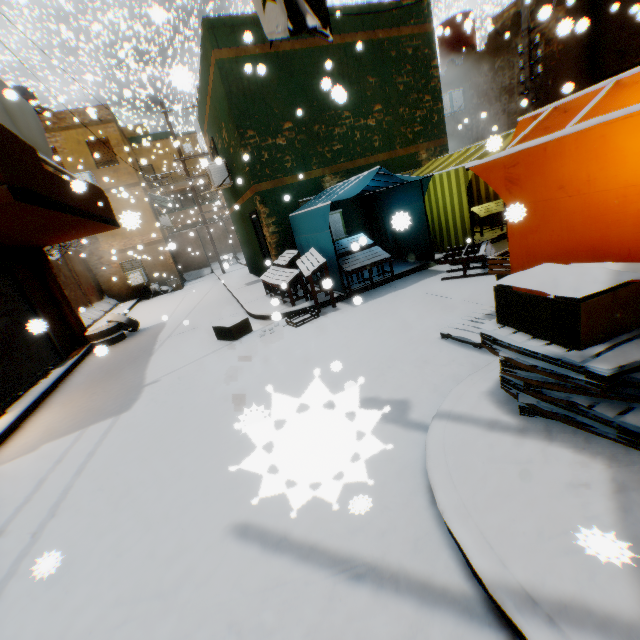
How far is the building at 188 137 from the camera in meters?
29.6 m

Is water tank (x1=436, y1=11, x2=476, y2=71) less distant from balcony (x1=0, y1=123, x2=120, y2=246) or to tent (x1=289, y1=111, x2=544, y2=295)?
tent (x1=289, y1=111, x2=544, y2=295)

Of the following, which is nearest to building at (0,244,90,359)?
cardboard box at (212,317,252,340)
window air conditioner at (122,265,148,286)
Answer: window air conditioner at (122,265,148,286)

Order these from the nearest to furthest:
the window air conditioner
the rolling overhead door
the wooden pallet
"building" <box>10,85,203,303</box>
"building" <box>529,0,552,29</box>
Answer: the wooden pallet → "building" <box>529,0,552,29</box> → the rolling overhead door → "building" <box>10,85,203,303</box> → the window air conditioner

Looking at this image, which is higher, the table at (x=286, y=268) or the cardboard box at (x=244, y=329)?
the table at (x=286, y=268)

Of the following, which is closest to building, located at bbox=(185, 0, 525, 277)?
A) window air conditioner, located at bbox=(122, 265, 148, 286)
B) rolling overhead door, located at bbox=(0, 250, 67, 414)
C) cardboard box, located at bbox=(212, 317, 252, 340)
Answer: rolling overhead door, located at bbox=(0, 250, 67, 414)

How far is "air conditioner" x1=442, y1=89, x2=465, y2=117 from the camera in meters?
13.7 m

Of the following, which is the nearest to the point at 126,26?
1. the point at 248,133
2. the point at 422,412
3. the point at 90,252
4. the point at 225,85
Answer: the point at 90,252
